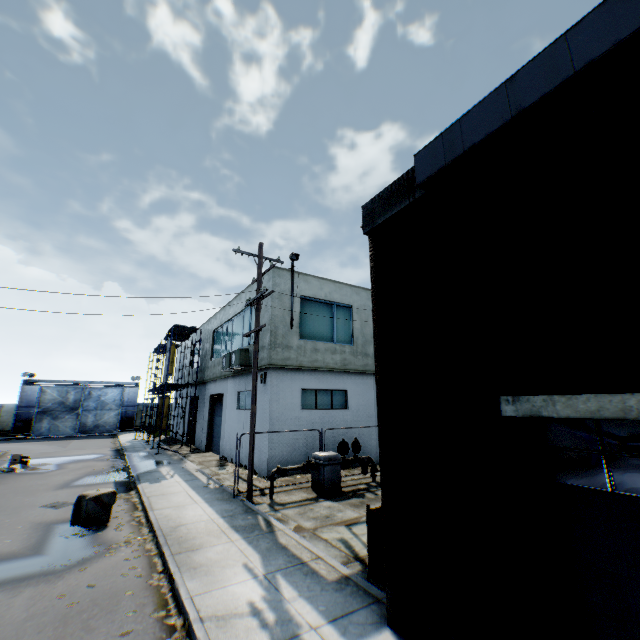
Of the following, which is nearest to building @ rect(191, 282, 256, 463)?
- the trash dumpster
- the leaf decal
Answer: the leaf decal

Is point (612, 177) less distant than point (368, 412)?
Yes

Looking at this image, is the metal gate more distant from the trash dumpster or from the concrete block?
the trash dumpster

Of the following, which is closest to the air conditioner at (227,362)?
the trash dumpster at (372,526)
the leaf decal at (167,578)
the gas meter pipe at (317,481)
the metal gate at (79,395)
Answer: the gas meter pipe at (317,481)

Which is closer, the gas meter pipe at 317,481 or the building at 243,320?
the gas meter pipe at 317,481

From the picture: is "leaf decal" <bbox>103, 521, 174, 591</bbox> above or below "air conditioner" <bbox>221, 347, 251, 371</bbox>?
below

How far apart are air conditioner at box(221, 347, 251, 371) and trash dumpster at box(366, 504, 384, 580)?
11.2m

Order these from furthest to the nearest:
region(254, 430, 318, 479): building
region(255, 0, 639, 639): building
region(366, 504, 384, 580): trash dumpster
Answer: region(254, 430, 318, 479): building < region(366, 504, 384, 580): trash dumpster < region(255, 0, 639, 639): building
